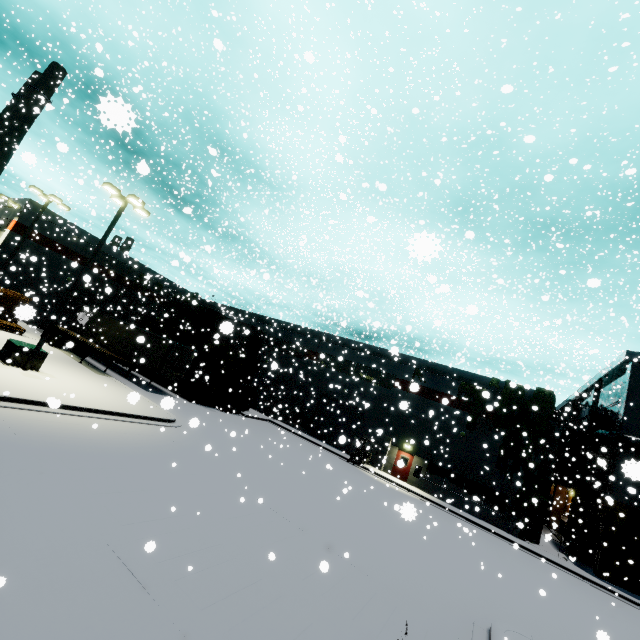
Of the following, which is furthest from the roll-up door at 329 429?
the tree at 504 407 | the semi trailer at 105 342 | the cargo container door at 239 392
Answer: the cargo container door at 239 392

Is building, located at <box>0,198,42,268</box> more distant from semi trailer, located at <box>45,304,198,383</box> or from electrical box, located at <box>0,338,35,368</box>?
electrical box, located at <box>0,338,35,368</box>

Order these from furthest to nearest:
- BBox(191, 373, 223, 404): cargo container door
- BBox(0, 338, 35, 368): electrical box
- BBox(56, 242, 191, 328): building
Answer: BBox(56, 242, 191, 328): building → BBox(191, 373, 223, 404): cargo container door → BBox(0, 338, 35, 368): electrical box

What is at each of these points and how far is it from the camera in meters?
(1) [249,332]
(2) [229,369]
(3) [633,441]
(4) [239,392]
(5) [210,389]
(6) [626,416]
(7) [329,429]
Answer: (1) cargo container, 7.9
(2) cargo container door, 27.2
(3) pipe, 21.7
(4) cargo container door, 29.1
(5) cargo container door, 27.5
(6) building, 23.1
(7) roll-up door, 32.7

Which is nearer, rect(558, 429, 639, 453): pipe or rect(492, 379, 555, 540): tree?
rect(558, 429, 639, 453): pipe

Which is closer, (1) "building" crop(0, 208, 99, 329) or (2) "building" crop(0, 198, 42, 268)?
(2) "building" crop(0, 198, 42, 268)

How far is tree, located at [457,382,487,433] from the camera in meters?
26.9 m

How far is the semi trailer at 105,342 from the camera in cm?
2328
